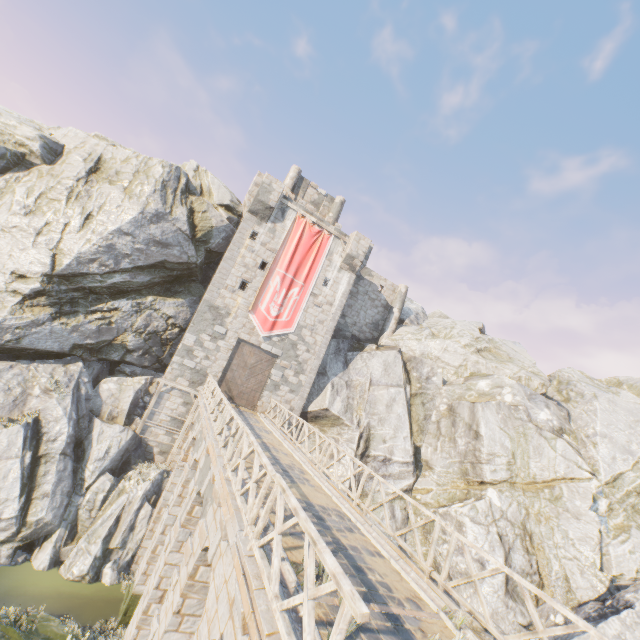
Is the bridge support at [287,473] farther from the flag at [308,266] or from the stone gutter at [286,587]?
the flag at [308,266]

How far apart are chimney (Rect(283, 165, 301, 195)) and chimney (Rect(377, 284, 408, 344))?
11.89m

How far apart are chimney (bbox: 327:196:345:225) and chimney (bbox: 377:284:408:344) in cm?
734

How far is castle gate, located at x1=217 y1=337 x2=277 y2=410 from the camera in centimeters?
2058cm

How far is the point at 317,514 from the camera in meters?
8.1

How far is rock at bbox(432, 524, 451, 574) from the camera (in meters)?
17.45

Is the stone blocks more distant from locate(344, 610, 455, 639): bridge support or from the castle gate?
the castle gate

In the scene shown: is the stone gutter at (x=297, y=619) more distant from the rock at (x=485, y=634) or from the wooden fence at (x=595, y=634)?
the wooden fence at (x=595, y=634)
